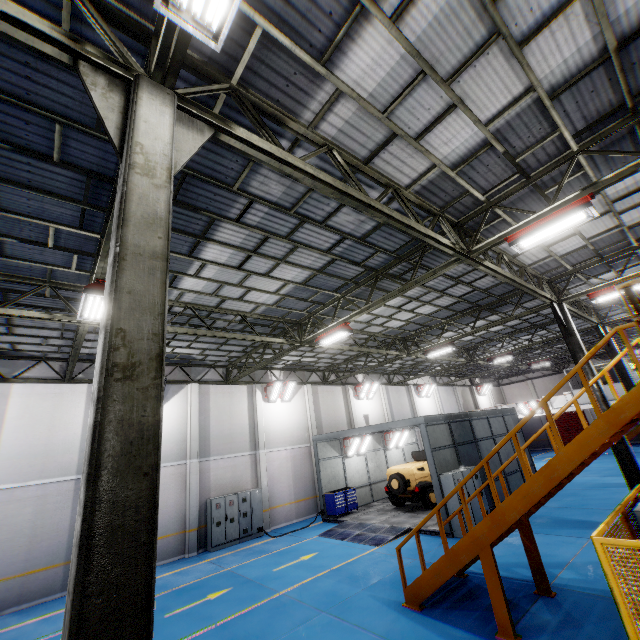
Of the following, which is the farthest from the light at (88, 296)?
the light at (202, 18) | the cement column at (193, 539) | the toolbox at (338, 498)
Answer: the toolbox at (338, 498)

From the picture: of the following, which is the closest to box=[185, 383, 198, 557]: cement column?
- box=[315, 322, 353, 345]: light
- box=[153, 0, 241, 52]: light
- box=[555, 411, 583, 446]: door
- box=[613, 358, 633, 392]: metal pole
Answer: box=[315, 322, 353, 345]: light

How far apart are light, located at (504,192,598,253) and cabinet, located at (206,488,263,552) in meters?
16.5 m

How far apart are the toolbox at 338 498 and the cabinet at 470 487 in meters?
6.7 m

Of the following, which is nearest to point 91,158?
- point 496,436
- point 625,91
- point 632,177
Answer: point 625,91

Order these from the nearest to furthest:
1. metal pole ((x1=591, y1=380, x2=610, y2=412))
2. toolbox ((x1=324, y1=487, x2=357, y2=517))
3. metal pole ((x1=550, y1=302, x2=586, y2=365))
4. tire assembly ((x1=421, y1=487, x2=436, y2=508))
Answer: metal pole ((x1=591, y1=380, x2=610, y2=412))
metal pole ((x1=550, y1=302, x2=586, y2=365))
tire assembly ((x1=421, y1=487, x2=436, y2=508))
toolbox ((x1=324, y1=487, x2=357, y2=517))

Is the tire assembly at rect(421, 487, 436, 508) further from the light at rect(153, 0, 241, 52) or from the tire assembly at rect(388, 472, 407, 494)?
the light at rect(153, 0, 241, 52)

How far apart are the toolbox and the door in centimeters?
3157cm
